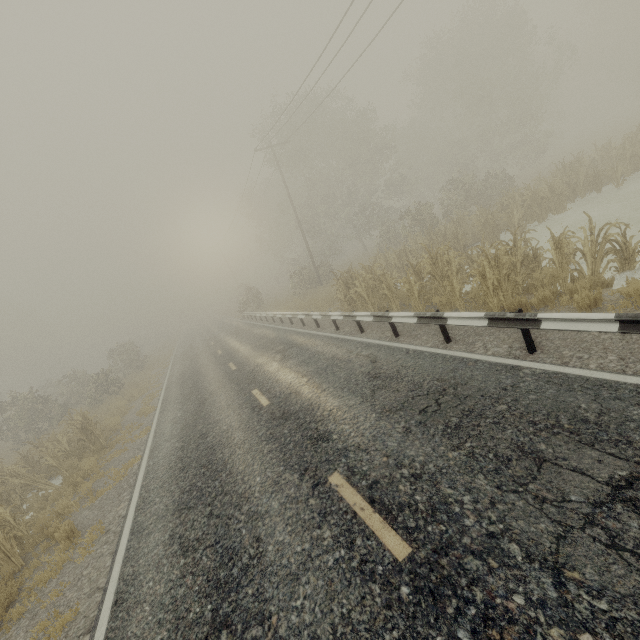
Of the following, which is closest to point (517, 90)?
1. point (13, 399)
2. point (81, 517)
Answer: point (81, 517)

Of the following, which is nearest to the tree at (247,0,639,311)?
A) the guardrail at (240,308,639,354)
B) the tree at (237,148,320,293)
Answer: the guardrail at (240,308,639,354)

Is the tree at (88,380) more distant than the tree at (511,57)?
No

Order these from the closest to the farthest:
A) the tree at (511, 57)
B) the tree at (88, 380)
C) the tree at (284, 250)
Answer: the tree at (88, 380), the tree at (511, 57), the tree at (284, 250)

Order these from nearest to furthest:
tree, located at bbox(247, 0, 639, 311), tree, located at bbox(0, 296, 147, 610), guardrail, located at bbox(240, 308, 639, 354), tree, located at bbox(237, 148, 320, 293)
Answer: guardrail, located at bbox(240, 308, 639, 354), tree, located at bbox(0, 296, 147, 610), tree, located at bbox(247, 0, 639, 311), tree, located at bbox(237, 148, 320, 293)

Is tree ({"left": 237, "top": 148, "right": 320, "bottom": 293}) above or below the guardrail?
above
